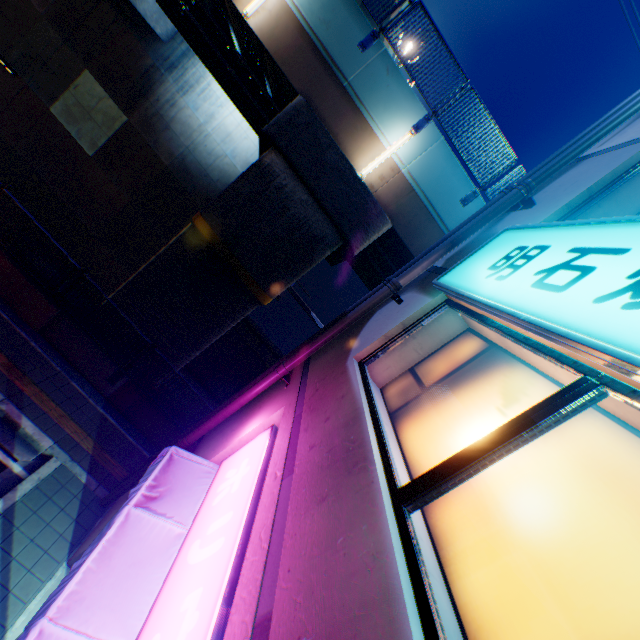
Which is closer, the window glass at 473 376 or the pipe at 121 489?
the window glass at 473 376

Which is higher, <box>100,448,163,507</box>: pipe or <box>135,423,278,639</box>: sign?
<box>135,423,278,639</box>: sign

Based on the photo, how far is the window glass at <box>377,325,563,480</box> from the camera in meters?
3.0

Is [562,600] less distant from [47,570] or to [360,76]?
[47,570]

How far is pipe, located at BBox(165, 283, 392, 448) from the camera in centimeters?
564cm

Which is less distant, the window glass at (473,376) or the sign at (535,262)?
the sign at (535,262)

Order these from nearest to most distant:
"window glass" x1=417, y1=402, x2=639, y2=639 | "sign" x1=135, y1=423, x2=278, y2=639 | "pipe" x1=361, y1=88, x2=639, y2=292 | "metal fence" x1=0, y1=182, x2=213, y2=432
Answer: "window glass" x1=417, y1=402, x2=639, y2=639, "sign" x1=135, y1=423, x2=278, y2=639, "pipe" x1=361, y1=88, x2=639, y2=292, "metal fence" x1=0, y1=182, x2=213, y2=432
